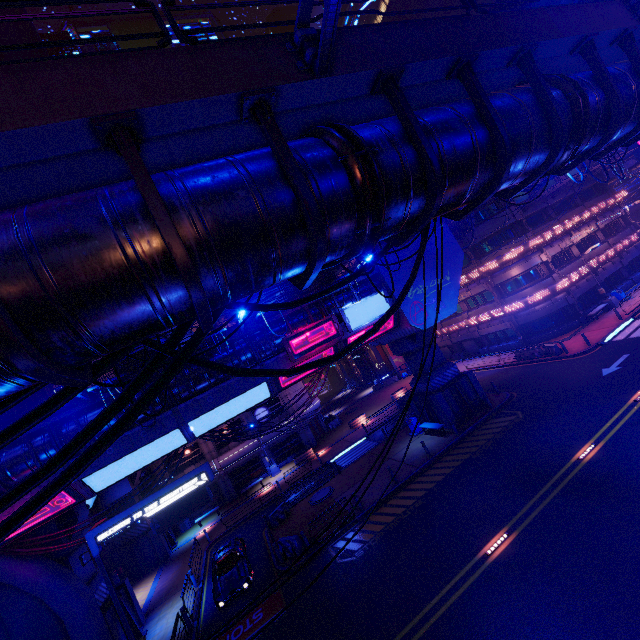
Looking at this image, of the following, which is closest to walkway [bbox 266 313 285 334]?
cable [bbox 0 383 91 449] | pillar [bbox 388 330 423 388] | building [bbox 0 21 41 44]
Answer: pillar [bbox 388 330 423 388]

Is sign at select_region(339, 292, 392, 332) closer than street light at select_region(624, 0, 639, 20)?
No

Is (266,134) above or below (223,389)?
above

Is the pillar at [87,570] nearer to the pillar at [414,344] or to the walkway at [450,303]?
the walkway at [450,303]

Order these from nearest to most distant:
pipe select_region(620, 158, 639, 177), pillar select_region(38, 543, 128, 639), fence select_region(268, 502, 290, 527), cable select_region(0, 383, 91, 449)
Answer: cable select_region(0, 383, 91, 449) < pillar select_region(38, 543, 128, 639) < fence select_region(268, 502, 290, 527) < pipe select_region(620, 158, 639, 177)

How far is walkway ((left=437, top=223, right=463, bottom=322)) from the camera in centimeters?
2261cm

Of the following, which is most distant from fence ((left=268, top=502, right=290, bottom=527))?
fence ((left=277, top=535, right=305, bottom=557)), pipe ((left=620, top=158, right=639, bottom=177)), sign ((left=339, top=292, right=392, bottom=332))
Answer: pipe ((left=620, top=158, right=639, bottom=177))

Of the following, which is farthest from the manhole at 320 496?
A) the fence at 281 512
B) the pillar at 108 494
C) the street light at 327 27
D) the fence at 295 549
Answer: the street light at 327 27
